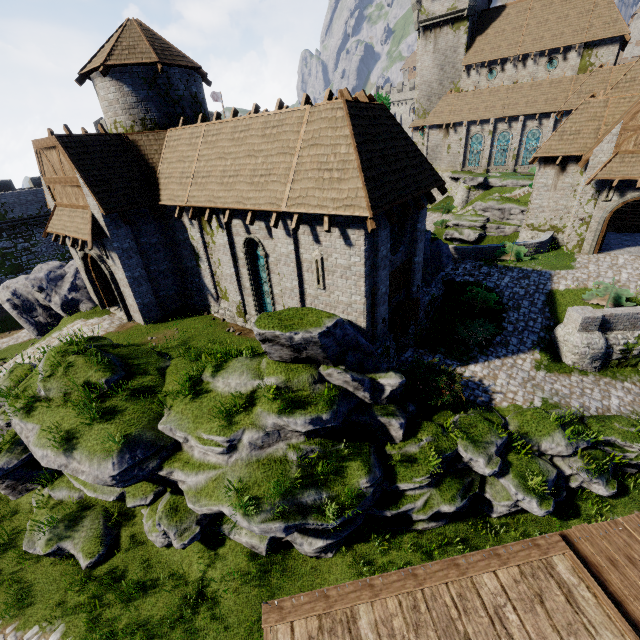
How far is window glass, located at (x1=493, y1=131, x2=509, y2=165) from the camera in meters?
38.0 m

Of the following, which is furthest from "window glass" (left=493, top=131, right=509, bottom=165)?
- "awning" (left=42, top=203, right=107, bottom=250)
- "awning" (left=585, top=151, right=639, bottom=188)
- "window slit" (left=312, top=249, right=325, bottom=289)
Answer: "awning" (left=42, top=203, right=107, bottom=250)

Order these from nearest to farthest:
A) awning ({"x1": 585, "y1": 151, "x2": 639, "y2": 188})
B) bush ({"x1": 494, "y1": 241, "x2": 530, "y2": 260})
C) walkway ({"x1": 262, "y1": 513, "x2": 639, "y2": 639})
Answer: walkway ({"x1": 262, "y1": 513, "x2": 639, "y2": 639})
awning ({"x1": 585, "y1": 151, "x2": 639, "y2": 188})
bush ({"x1": 494, "y1": 241, "x2": 530, "y2": 260})

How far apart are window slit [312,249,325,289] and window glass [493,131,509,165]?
38.99m

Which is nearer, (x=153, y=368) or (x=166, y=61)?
(x=153, y=368)

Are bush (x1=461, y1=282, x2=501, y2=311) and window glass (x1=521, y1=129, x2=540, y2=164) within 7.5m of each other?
no

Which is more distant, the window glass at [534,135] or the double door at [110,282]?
the window glass at [534,135]

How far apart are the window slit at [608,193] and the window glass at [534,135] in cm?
2177
